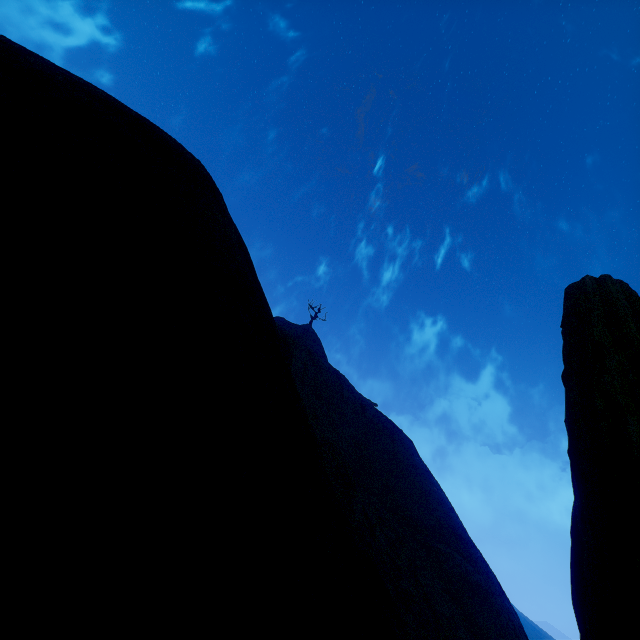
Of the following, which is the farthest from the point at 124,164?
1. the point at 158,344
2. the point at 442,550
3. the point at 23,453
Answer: the point at 442,550
